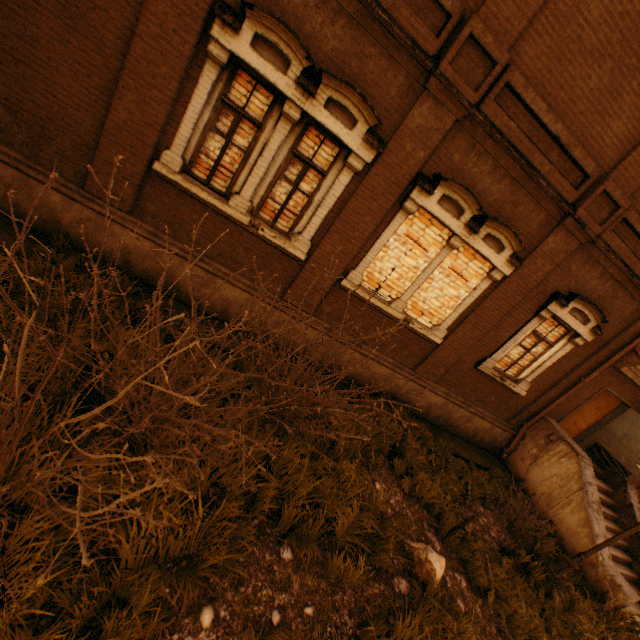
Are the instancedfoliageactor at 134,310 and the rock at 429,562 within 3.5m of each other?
no

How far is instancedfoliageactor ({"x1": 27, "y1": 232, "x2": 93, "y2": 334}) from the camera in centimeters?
426cm

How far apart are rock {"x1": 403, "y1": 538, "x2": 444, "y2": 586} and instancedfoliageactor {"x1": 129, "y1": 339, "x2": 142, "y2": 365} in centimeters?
503cm

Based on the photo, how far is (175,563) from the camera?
3.3 meters

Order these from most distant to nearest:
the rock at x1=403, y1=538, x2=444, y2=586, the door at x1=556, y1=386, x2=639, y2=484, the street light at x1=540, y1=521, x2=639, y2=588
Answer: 1. the door at x1=556, y1=386, x2=639, y2=484
2. the street light at x1=540, y1=521, x2=639, y2=588
3. the rock at x1=403, y1=538, x2=444, y2=586

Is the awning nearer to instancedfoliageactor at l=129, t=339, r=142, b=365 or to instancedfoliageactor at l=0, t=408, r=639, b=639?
instancedfoliageactor at l=0, t=408, r=639, b=639

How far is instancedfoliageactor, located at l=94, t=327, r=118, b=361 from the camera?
4.39m

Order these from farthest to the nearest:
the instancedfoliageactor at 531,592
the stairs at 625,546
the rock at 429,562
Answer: the stairs at 625,546 < the rock at 429,562 < the instancedfoliageactor at 531,592
